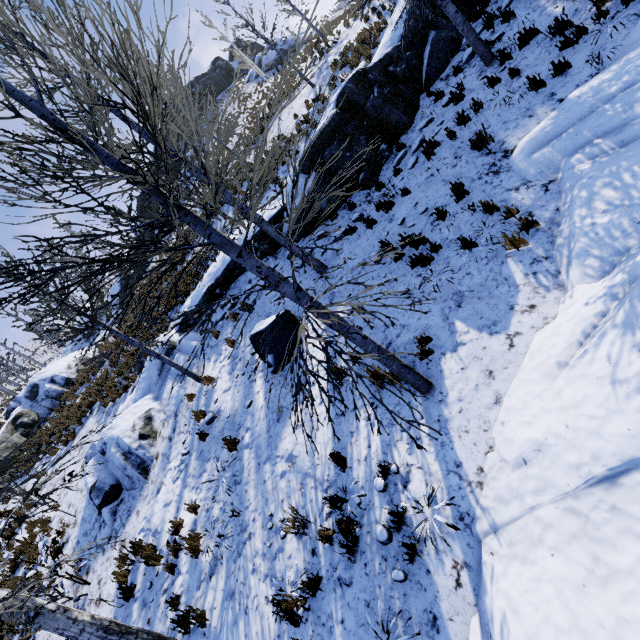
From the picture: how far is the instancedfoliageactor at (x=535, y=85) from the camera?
6.6 meters

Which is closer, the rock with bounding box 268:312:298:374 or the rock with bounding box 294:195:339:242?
the rock with bounding box 268:312:298:374

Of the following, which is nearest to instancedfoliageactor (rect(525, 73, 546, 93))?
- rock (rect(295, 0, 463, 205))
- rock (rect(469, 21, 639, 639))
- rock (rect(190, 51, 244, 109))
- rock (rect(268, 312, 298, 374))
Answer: rock (rect(295, 0, 463, 205))

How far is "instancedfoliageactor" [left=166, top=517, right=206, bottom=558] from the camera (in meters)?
6.38

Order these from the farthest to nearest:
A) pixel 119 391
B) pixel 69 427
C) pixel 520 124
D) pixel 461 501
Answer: pixel 69 427, pixel 119 391, pixel 520 124, pixel 461 501

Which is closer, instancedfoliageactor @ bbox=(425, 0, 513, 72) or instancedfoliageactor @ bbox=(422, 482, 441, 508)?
instancedfoliageactor @ bbox=(422, 482, 441, 508)

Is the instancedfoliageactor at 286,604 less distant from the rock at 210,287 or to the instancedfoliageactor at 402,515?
the instancedfoliageactor at 402,515

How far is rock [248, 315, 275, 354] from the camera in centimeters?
784cm
